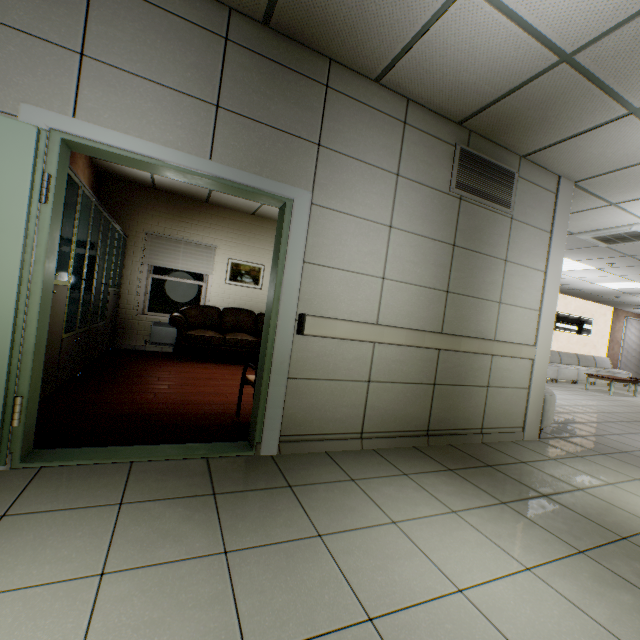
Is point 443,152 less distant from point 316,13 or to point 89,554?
point 316,13

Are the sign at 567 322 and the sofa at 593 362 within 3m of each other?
yes

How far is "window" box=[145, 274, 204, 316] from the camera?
6.76m

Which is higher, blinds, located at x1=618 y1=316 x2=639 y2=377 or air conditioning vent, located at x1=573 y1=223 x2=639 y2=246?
air conditioning vent, located at x1=573 y1=223 x2=639 y2=246

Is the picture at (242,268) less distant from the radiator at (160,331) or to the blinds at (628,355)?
the radiator at (160,331)

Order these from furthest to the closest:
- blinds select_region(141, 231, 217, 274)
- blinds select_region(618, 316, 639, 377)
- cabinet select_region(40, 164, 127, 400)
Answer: blinds select_region(618, 316, 639, 377)
blinds select_region(141, 231, 217, 274)
cabinet select_region(40, 164, 127, 400)

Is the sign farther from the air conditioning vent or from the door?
the door

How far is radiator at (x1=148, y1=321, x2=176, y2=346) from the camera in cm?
660
